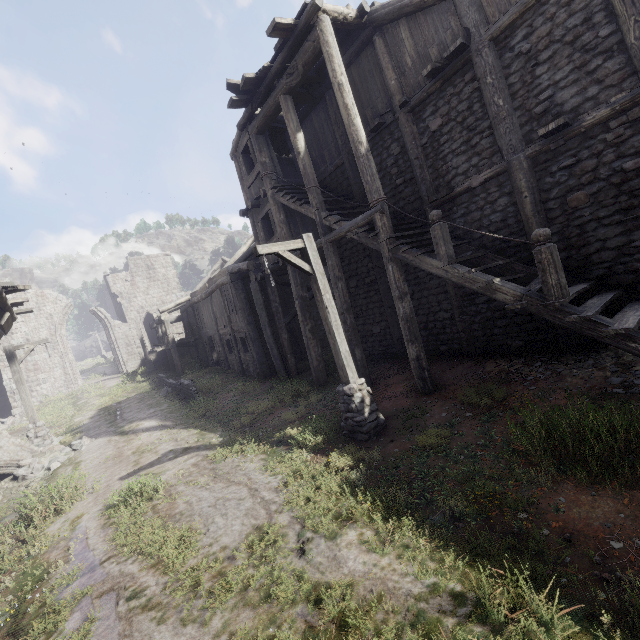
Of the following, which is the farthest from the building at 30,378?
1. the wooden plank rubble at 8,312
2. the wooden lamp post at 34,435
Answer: the wooden lamp post at 34,435

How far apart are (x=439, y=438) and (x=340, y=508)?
2.4m

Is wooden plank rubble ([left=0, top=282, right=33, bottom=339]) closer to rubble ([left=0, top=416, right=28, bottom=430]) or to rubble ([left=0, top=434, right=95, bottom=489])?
rubble ([left=0, top=434, right=95, bottom=489])

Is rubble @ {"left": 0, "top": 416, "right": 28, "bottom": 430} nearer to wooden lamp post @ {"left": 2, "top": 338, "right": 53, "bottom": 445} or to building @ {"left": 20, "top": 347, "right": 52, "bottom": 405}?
building @ {"left": 20, "top": 347, "right": 52, "bottom": 405}

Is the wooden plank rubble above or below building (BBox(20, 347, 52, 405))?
above

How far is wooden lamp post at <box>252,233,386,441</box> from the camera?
7.0m

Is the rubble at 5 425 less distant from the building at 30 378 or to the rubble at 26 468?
the building at 30 378

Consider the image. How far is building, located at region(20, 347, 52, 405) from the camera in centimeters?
2642cm
